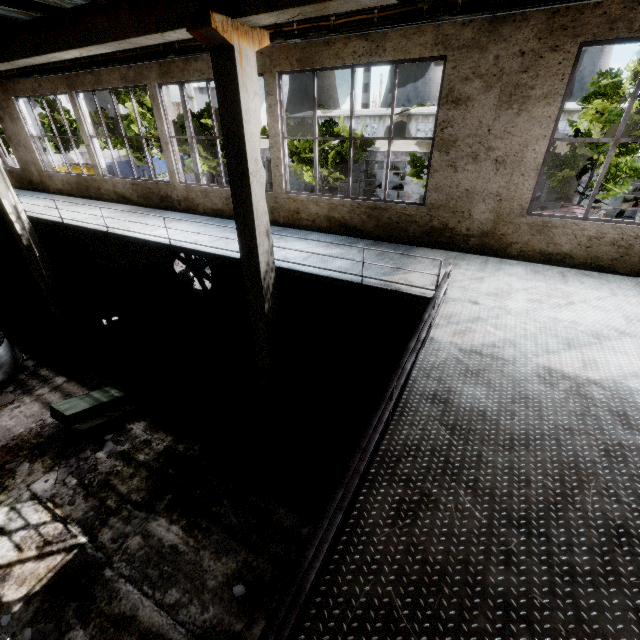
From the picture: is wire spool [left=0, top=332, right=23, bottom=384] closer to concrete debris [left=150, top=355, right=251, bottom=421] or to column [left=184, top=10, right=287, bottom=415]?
concrete debris [left=150, top=355, right=251, bottom=421]

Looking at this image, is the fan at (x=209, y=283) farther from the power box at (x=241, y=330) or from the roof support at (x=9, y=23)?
the roof support at (x=9, y=23)

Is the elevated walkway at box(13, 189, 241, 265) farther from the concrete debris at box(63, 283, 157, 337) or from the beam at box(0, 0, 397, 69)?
the concrete debris at box(63, 283, 157, 337)

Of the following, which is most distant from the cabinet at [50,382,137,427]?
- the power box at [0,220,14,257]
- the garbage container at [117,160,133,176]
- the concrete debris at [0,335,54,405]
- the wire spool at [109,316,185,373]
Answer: the garbage container at [117,160,133,176]

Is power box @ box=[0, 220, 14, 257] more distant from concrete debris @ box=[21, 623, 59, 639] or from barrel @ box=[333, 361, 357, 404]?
barrel @ box=[333, 361, 357, 404]

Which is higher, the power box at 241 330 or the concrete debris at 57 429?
the power box at 241 330

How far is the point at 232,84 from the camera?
4.7m

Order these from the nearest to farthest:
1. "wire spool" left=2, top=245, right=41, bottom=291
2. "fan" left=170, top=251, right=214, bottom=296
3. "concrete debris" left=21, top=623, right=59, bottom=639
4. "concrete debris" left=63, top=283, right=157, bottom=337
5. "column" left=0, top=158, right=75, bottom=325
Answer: "concrete debris" left=21, top=623, right=59, bottom=639 < "column" left=0, top=158, right=75, bottom=325 < "fan" left=170, top=251, right=214, bottom=296 < "concrete debris" left=63, top=283, right=157, bottom=337 < "wire spool" left=2, top=245, right=41, bottom=291
